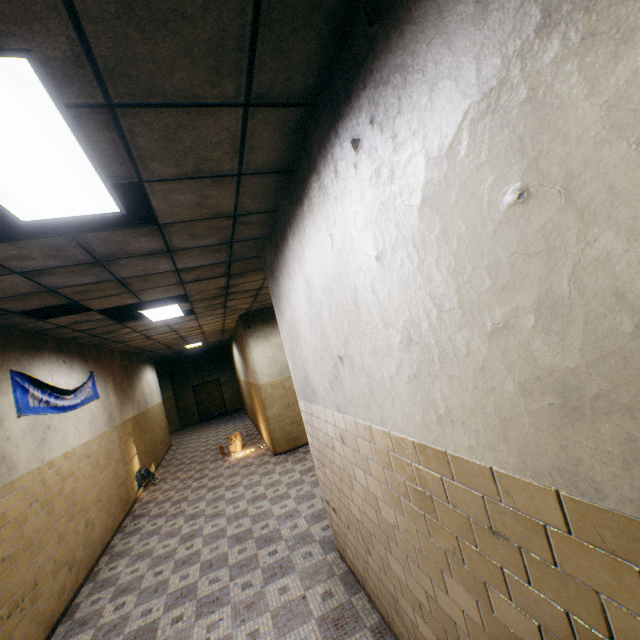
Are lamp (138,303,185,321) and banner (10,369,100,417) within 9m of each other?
yes

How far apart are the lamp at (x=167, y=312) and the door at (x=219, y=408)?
13.6m

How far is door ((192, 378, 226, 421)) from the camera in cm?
1927

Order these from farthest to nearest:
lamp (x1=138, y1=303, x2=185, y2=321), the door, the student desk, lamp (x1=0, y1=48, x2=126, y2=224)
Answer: the door → the student desk → lamp (x1=138, y1=303, x2=185, y2=321) → lamp (x1=0, y1=48, x2=126, y2=224)

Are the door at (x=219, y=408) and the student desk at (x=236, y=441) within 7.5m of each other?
no

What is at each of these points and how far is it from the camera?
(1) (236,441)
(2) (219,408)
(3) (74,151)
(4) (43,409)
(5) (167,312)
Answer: (1) student desk, 9.98m
(2) door, 19.56m
(3) lamp, 1.77m
(4) banner, 4.94m
(5) lamp, 6.32m

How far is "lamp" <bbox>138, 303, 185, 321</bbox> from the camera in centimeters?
579cm

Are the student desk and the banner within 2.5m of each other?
no
